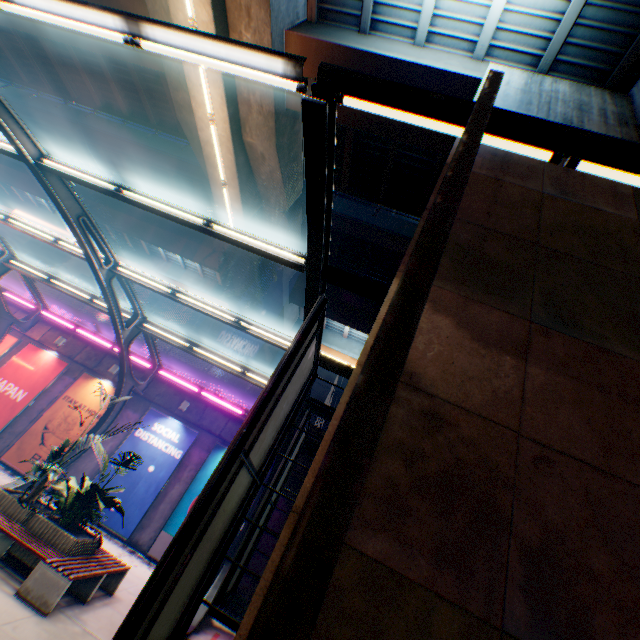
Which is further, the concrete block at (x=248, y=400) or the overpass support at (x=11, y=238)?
the overpass support at (x=11, y=238)

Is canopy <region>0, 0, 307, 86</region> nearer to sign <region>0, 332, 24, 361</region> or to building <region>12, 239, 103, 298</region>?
sign <region>0, 332, 24, 361</region>

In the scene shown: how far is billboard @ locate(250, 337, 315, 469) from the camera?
4.5 meters

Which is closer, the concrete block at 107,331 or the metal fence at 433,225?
the metal fence at 433,225

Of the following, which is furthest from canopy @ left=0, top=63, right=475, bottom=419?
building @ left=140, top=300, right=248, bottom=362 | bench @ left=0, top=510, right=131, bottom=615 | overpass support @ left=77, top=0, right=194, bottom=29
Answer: building @ left=140, top=300, right=248, bottom=362

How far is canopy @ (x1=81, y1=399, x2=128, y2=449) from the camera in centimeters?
1269cm

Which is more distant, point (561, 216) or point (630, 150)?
point (561, 216)

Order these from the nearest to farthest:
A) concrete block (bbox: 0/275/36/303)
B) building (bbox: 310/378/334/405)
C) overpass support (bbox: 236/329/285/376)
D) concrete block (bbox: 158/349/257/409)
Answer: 1. concrete block (bbox: 158/349/257/409)
2. concrete block (bbox: 0/275/36/303)
3. overpass support (bbox: 236/329/285/376)
4. building (bbox: 310/378/334/405)
